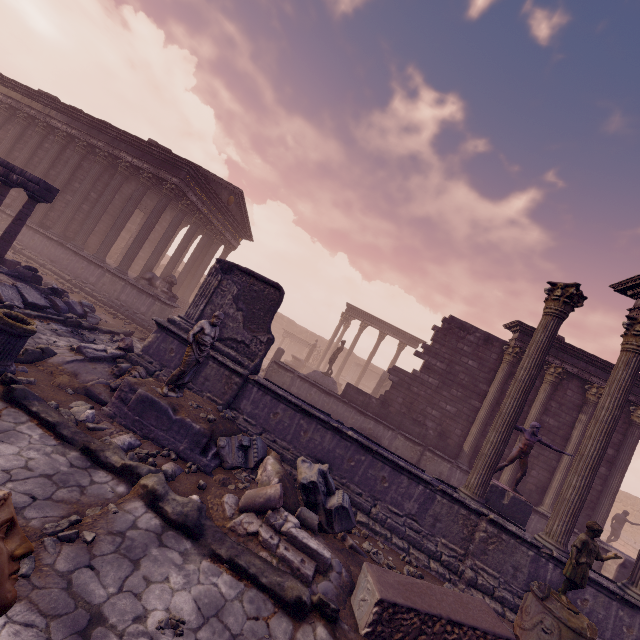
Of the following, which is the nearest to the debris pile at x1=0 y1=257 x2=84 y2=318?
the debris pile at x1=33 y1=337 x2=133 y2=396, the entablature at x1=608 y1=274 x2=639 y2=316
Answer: the debris pile at x1=33 y1=337 x2=133 y2=396

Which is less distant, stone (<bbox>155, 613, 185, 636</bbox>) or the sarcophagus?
stone (<bbox>155, 613, 185, 636</bbox>)

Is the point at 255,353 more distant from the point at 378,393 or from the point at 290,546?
the point at 378,393

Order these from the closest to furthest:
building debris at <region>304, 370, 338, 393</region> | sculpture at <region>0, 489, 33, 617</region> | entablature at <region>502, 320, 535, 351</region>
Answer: sculpture at <region>0, 489, 33, 617</region> → entablature at <region>502, 320, 535, 351</region> → building debris at <region>304, 370, 338, 393</region>

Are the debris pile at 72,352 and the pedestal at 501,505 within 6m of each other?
no

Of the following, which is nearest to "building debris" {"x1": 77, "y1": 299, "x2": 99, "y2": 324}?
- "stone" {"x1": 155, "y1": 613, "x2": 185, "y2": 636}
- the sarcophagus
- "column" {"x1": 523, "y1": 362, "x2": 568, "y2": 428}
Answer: "stone" {"x1": 155, "y1": 613, "x2": 185, "y2": 636}

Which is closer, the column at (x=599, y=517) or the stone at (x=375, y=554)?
the stone at (x=375, y=554)

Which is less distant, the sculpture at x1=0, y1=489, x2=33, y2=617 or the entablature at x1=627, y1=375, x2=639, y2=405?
the sculpture at x1=0, y1=489, x2=33, y2=617
